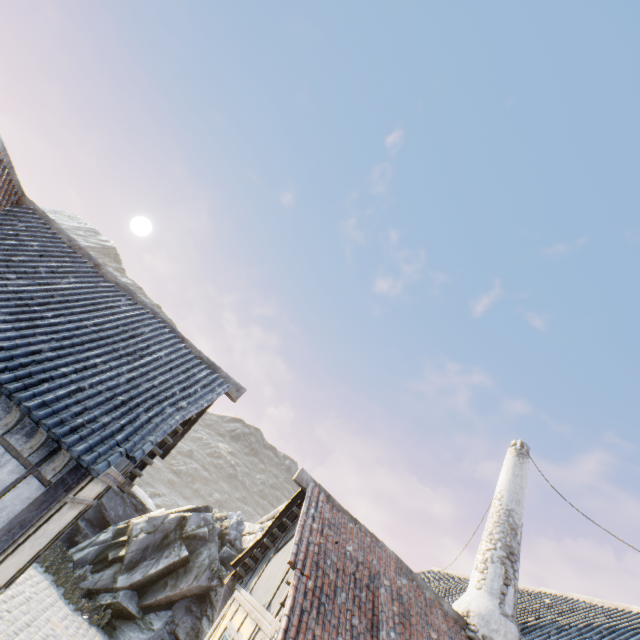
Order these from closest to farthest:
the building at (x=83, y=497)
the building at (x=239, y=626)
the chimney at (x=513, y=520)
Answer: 1. the building at (x=83, y=497)
2. the building at (x=239, y=626)
3. the chimney at (x=513, y=520)

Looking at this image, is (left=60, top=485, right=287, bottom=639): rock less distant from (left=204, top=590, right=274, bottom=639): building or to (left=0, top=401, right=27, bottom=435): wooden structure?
(left=204, top=590, right=274, bottom=639): building

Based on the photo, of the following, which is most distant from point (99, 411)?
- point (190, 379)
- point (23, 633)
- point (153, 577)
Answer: point (153, 577)

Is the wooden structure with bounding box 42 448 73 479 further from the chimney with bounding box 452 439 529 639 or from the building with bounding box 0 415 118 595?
the chimney with bounding box 452 439 529 639

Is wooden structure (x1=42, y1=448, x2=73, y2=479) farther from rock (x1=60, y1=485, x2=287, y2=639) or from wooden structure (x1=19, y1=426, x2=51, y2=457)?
rock (x1=60, y1=485, x2=287, y2=639)

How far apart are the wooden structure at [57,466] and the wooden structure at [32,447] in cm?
34

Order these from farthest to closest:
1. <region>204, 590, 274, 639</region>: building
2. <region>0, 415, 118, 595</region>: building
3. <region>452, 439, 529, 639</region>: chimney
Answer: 1. <region>452, 439, 529, 639</region>: chimney
2. <region>204, 590, 274, 639</region>: building
3. <region>0, 415, 118, 595</region>: building

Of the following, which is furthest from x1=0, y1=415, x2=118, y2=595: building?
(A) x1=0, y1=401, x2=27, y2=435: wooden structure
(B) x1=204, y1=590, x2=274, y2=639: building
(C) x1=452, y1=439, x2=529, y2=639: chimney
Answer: (C) x1=452, y1=439, x2=529, y2=639: chimney
